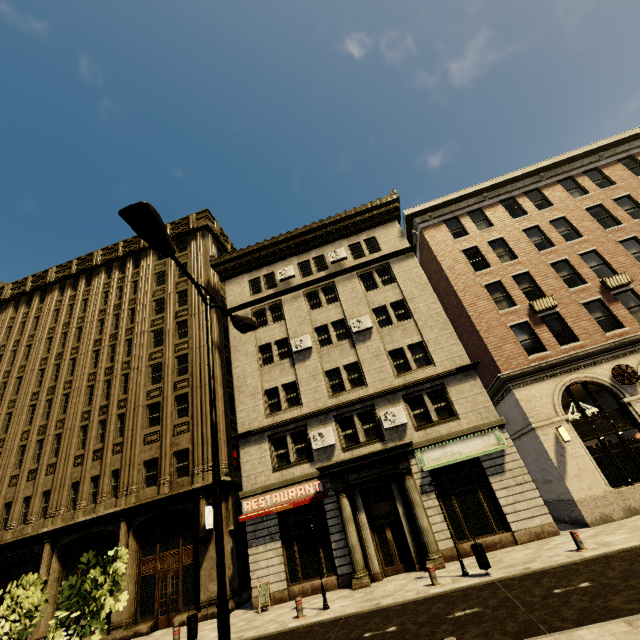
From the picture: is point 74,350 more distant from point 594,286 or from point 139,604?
point 594,286

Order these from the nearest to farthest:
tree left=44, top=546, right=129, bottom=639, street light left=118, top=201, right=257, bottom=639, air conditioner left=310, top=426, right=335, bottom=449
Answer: street light left=118, top=201, right=257, bottom=639 → tree left=44, top=546, right=129, bottom=639 → air conditioner left=310, top=426, right=335, bottom=449

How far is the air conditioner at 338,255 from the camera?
23.1 meters

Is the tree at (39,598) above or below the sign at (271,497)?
below

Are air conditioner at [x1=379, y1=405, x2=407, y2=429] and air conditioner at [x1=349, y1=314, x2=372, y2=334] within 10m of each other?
yes

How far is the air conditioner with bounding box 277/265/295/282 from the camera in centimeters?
2342cm

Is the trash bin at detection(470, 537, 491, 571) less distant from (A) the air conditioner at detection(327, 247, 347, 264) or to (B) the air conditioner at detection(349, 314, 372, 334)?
(B) the air conditioner at detection(349, 314, 372, 334)

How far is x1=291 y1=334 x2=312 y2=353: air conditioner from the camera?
20.3 meters
